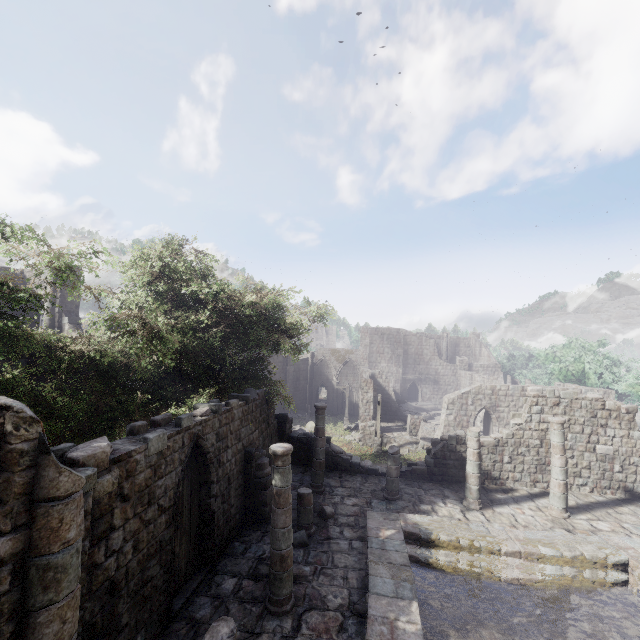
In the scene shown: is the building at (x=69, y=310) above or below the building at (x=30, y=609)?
above

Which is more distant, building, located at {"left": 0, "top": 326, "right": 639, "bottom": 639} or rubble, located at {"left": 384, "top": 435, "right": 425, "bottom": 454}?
rubble, located at {"left": 384, "top": 435, "right": 425, "bottom": 454}

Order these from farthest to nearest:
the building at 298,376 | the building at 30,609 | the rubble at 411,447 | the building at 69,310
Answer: the building at 298,376, the rubble at 411,447, the building at 69,310, the building at 30,609

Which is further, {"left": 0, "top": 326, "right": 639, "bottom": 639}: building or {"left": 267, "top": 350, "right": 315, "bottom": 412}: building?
{"left": 267, "top": 350, "right": 315, "bottom": 412}: building

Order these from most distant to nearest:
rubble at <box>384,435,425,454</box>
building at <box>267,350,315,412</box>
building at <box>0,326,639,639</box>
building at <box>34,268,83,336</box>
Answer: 1. building at <box>267,350,315,412</box>
2. rubble at <box>384,435,425,454</box>
3. building at <box>34,268,83,336</box>
4. building at <box>0,326,639,639</box>

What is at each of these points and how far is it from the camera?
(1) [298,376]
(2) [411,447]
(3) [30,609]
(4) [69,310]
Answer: (1) building, 46.56m
(2) rubble, 27.30m
(3) building, 4.05m
(4) building, 21.88m
